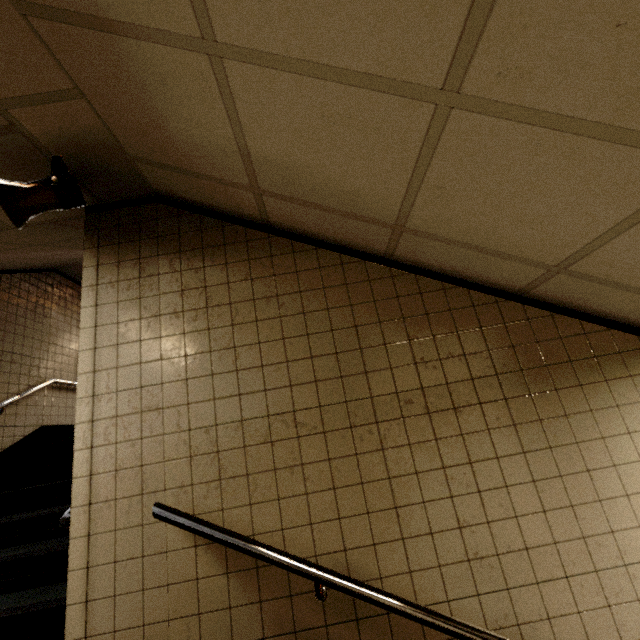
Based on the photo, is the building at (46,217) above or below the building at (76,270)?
above

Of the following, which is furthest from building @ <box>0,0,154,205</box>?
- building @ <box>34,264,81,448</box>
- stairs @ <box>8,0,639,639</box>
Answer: building @ <box>34,264,81,448</box>

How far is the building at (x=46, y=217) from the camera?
2.3m

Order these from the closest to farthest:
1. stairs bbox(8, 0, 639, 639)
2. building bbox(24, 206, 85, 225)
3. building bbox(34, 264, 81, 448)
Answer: stairs bbox(8, 0, 639, 639) → building bbox(24, 206, 85, 225) → building bbox(34, 264, 81, 448)

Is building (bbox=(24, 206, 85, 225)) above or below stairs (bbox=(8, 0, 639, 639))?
above

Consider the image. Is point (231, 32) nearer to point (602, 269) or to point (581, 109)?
point (581, 109)

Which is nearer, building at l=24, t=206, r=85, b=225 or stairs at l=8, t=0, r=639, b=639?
stairs at l=8, t=0, r=639, b=639

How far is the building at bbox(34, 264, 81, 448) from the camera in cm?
502
